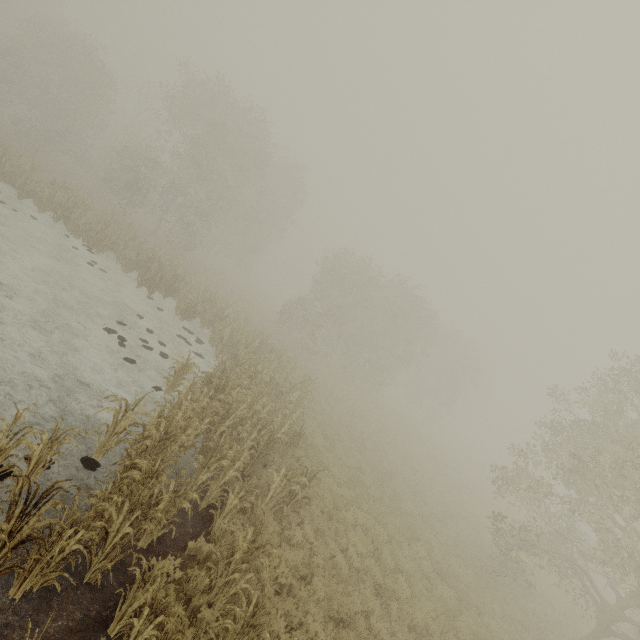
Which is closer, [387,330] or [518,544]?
[518,544]
